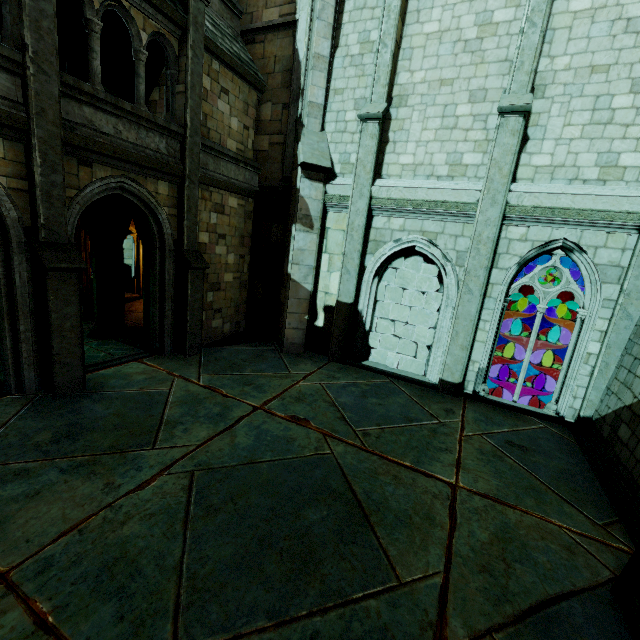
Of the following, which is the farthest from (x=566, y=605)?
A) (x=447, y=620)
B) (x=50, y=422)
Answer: (x=50, y=422)

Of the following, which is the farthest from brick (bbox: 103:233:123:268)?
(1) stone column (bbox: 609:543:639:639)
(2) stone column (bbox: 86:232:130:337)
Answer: (1) stone column (bbox: 609:543:639:639)

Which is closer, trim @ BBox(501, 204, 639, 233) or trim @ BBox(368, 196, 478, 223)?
trim @ BBox(501, 204, 639, 233)

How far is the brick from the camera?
9.9 meters

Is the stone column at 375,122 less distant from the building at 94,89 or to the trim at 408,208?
the trim at 408,208

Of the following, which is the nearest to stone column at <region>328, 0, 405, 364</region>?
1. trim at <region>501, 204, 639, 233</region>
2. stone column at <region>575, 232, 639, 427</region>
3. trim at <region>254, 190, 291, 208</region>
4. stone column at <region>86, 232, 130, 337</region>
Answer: trim at <region>254, 190, 291, 208</region>

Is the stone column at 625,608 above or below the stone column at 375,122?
below

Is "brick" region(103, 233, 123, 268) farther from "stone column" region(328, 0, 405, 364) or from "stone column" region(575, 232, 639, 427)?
"stone column" region(575, 232, 639, 427)
